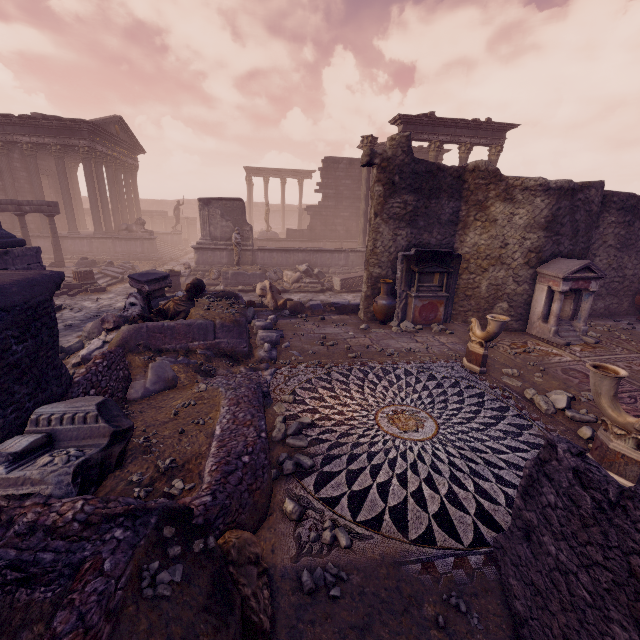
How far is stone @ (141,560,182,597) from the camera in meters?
2.0 m

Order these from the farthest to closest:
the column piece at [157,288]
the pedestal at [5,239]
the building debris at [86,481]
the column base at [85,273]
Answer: the column base at [85,273]
the column piece at [157,288]
the pedestal at [5,239]
the building debris at [86,481]

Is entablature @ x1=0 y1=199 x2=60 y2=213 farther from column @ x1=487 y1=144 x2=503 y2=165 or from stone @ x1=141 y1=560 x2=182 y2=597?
column @ x1=487 y1=144 x2=503 y2=165

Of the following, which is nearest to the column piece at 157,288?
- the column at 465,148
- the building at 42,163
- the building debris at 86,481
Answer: the building debris at 86,481

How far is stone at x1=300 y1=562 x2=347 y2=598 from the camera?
2.6m

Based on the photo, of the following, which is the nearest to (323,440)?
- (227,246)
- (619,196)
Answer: (619,196)

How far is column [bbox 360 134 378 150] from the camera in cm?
1584

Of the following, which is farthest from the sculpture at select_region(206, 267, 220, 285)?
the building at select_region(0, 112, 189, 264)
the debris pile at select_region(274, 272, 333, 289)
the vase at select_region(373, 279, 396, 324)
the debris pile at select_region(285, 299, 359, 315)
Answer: the vase at select_region(373, 279, 396, 324)
